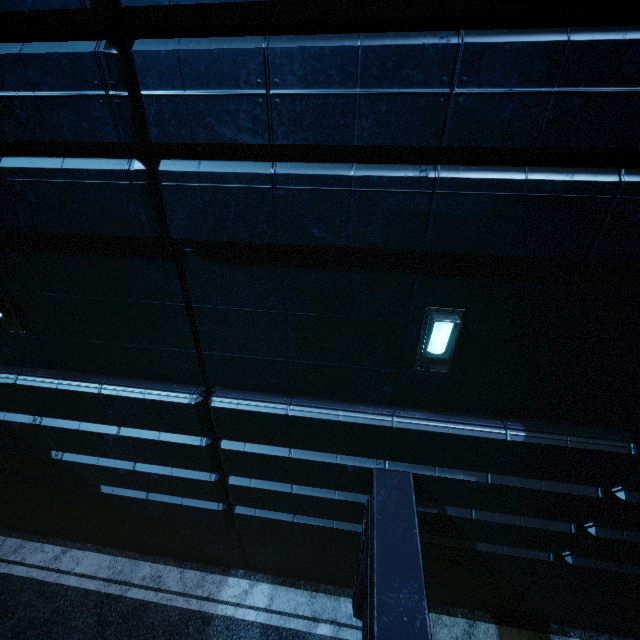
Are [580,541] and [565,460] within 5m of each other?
yes
